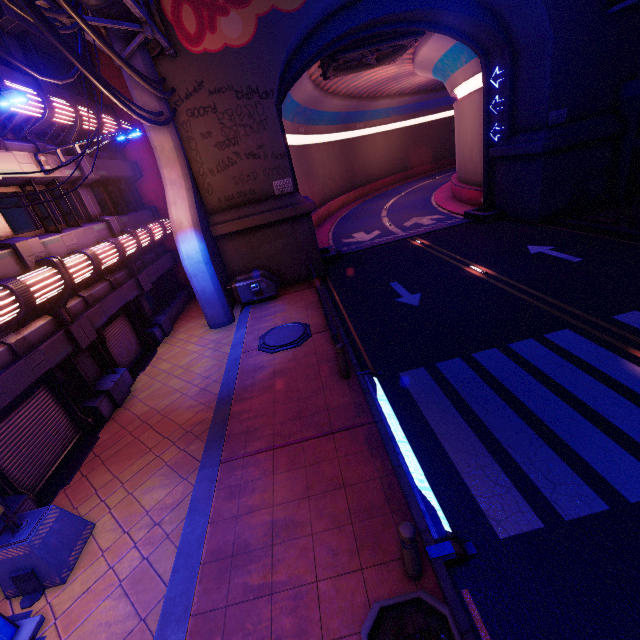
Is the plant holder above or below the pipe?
below

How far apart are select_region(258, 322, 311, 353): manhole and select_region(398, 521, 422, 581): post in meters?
7.4 m

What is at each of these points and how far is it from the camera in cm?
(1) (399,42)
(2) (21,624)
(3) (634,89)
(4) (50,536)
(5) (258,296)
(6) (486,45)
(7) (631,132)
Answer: (1) vent, 1897
(2) trash can, 510
(3) walkway, 1536
(4) street light, 574
(5) generator, 1587
(6) tunnel, 1825
(7) column, 1596

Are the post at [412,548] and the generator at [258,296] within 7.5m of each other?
no

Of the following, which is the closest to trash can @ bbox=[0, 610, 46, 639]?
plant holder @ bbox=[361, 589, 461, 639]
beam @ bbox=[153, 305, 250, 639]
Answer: beam @ bbox=[153, 305, 250, 639]

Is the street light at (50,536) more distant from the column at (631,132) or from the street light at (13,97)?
the column at (631,132)

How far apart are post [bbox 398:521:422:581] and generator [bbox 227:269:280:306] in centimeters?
1268cm

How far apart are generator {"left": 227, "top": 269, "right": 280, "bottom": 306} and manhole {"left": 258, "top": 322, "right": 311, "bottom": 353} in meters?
3.2
